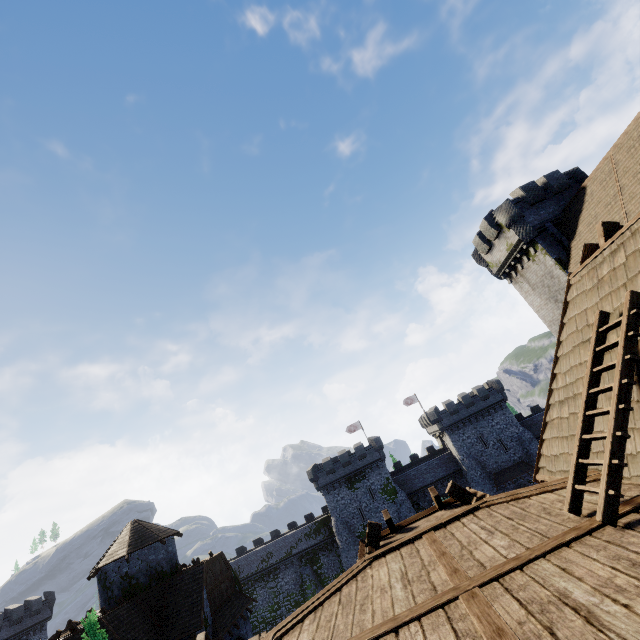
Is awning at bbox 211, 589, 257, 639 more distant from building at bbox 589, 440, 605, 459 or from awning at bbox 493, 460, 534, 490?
awning at bbox 493, 460, 534, 490

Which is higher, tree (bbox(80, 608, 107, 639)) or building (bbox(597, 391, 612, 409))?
building (bbox(597, 391, 612, 409))

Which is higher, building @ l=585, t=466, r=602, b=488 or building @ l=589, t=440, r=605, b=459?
building @ l=589, t=440, r=605, b=459

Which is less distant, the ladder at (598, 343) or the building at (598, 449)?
the ladder at (598, 343)

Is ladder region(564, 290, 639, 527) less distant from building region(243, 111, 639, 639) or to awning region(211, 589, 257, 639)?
building region(243, 111, 639, 639)

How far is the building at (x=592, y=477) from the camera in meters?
4.9

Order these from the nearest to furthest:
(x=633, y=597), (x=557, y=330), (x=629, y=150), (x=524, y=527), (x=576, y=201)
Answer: (x=633, y=597) < (x=524, y=527) < (x=629, y=150) < (x=576, y=201) < (x=557, y=330)
